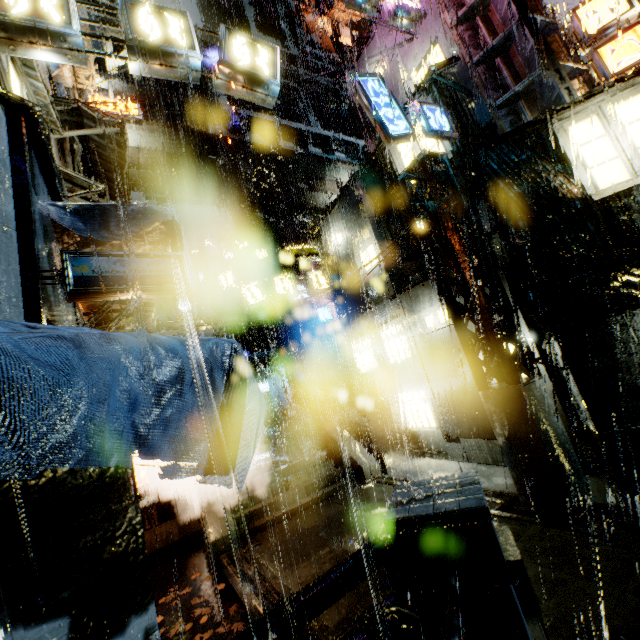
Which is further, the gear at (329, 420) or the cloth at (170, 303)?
the gear at (329, 420)

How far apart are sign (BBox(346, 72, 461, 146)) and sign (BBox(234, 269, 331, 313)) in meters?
9.5 m

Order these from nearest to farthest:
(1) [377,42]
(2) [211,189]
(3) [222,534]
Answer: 1. (3) [222,534]
2. (1) [377,42]
3. (2) [211,189]

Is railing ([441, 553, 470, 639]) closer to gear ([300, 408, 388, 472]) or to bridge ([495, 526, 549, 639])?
bridge ([495, 526, 549, 639])

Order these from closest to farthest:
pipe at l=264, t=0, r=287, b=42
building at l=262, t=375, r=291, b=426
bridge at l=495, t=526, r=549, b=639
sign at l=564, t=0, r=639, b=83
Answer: bridge at l=495, t=526, r=549, b=639 → sign at l=564, t=0, r=639, b=83 → building at l=262, t=375, r=291, b=426 → pipe at l=264, t=0, r=287, b=42

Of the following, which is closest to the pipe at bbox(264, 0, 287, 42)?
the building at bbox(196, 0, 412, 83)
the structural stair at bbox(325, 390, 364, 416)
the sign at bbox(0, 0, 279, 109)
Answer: the building at bbox(196, 0, 412, 83)

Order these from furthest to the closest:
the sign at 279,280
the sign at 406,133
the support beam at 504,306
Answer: the sign at 279,280 < the sign at 406,133 < the support beam at 504,306

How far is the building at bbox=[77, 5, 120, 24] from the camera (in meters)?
11.27
